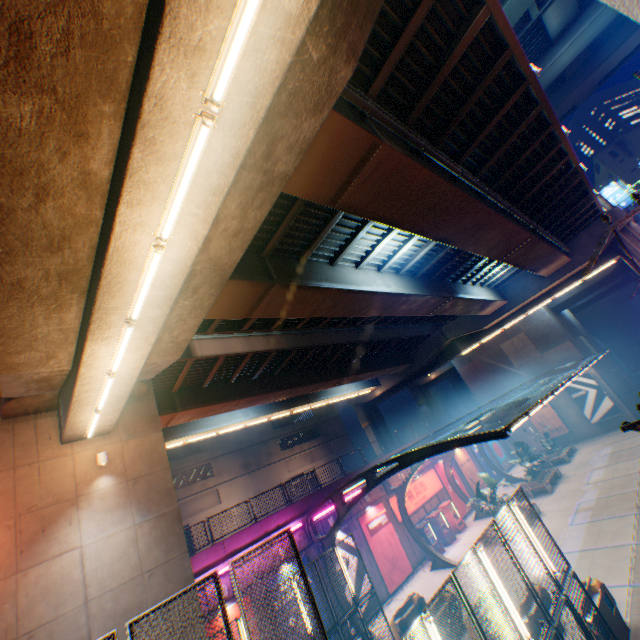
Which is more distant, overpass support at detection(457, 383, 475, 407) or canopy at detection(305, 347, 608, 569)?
overpass support at detection(457, 383, 475, 407)

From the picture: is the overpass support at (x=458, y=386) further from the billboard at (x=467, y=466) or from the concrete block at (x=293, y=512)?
the billboard at (x=467, y=466)

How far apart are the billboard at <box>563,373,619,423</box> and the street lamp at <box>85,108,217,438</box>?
39.6 meters

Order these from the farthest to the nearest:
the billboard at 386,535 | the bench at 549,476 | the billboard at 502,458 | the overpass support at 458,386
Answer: the overpass support at 458,386, the billboard at 502,458, the bench at 549,476, the billboard at 386,535

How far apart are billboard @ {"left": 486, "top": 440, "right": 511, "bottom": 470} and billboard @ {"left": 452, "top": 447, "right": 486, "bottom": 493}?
4.7m

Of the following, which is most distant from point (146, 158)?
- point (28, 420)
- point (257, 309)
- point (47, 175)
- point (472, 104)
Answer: point (28, 420)

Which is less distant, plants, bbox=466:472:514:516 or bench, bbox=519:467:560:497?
plants, bbox=466:472:514:516

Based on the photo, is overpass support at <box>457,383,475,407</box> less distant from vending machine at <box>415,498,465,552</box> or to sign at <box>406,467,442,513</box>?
sign at <box>406,467,442,513</box>
